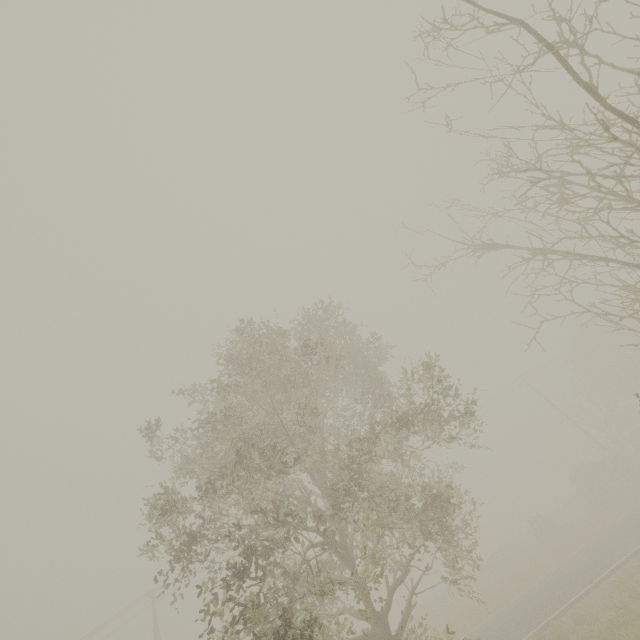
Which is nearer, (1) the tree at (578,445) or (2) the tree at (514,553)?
(2) the tree at (514,553)

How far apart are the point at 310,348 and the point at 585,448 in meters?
33.6

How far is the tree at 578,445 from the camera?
30.23m

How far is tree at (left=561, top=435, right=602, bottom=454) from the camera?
30.23m

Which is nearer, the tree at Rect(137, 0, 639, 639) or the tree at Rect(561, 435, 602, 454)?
the tree at Rect(137, 0, 639, 639)
